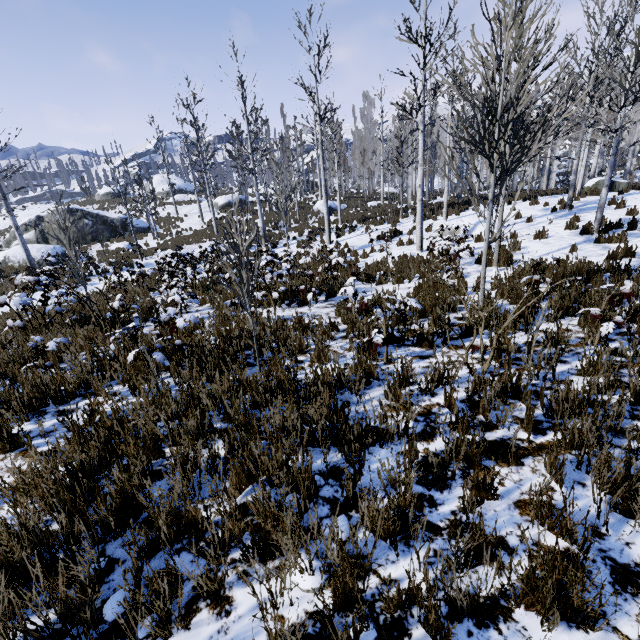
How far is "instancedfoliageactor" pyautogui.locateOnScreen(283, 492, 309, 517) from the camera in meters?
2.0 m

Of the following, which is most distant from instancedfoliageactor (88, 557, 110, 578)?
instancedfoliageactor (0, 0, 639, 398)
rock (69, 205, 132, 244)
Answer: rock (69, 205, 132, 244)

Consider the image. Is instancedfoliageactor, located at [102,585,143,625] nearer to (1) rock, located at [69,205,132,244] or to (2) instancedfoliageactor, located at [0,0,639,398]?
(2) instancedfoliageactor, located at [0,0,639,398]

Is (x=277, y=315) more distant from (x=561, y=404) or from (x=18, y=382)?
(x=561, y=404)

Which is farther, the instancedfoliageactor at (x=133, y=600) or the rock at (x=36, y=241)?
the rock at (x=36, y=241)

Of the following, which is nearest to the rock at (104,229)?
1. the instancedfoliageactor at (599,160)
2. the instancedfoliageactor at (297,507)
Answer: the instancedfoliageactor at (599,160)
